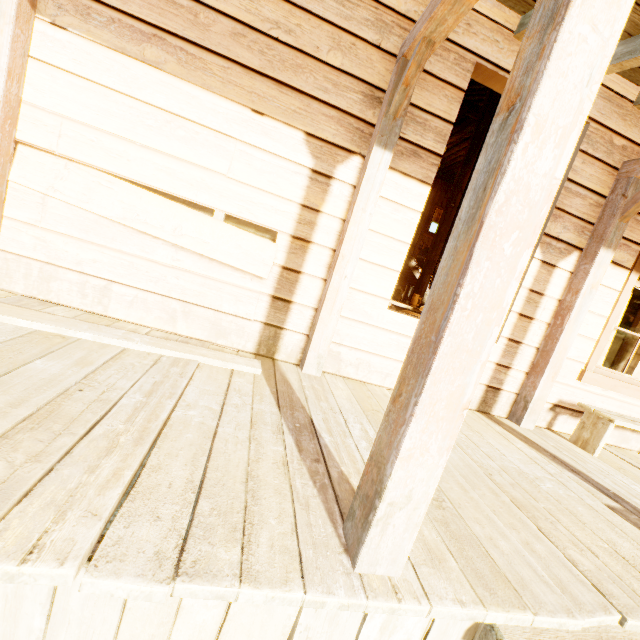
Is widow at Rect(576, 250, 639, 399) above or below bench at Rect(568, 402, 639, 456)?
above

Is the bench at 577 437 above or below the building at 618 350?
below

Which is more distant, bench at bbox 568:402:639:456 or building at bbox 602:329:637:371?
building at bbox 602:329:637:371

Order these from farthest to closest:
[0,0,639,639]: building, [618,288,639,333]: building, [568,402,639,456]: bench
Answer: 1. [618,288,639,333]: building
2. [568,402,639,456]: bench
3. [0,0,639,639]: building

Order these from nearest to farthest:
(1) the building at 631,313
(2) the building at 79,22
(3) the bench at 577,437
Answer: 1. (2) the building at 79,22
2. (3) the bench at 577,437
3. (1) the building at 631,313

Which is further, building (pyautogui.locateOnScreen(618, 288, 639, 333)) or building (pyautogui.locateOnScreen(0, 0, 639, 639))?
building (pyautogui.locateOnScreen(618, 288, 639, 333))

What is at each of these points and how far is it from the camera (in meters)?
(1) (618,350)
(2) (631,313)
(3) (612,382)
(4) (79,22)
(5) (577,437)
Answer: (1) building, 6.83
(2) building, 7.32
(3) widow, 3.60
(4) building, 2.22
(5) bench, 3.39
